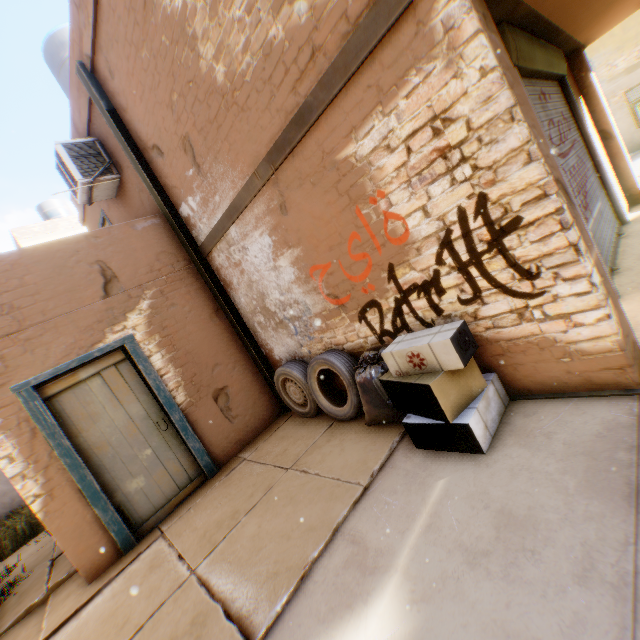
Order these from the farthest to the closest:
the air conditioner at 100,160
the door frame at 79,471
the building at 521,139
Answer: the air conditioner at 100,160 → the door frame at 79,471 → the building at 521,139

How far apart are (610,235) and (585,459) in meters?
4.5

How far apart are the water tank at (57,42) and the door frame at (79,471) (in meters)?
4.35

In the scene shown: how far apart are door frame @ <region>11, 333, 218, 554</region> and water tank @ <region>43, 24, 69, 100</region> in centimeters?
435cm

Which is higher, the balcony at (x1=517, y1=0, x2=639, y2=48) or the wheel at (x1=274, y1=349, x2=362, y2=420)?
the balcony at (x1=517, y1=0, x2=639, y2=48)

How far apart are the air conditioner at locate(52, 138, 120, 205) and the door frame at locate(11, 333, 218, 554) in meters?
2.4 m

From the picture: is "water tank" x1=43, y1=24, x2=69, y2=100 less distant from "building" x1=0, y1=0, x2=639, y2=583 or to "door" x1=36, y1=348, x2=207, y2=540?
"building" x1=0, y1=0, x2=639, y2=583

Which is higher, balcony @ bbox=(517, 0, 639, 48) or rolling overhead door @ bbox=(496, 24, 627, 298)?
balcony @ bbox=(517, 0, 639, 48)
